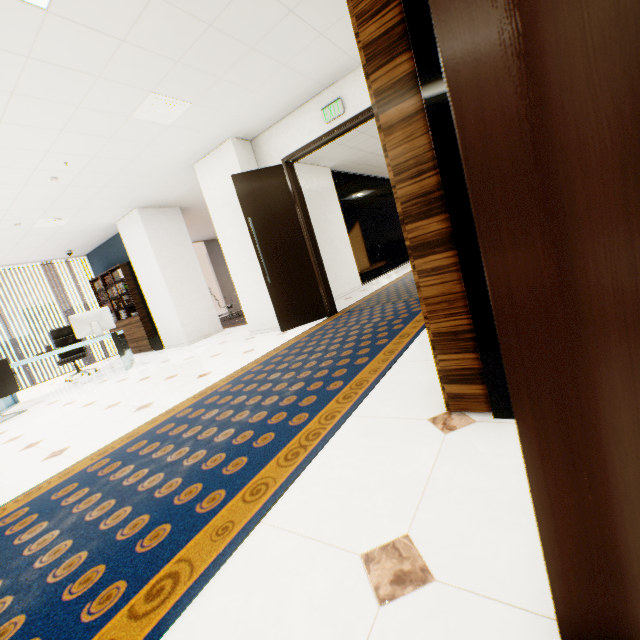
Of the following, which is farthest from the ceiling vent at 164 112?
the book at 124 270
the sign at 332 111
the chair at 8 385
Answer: the book at 124 270

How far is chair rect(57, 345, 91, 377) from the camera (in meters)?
6.72

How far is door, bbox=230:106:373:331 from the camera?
4.7m

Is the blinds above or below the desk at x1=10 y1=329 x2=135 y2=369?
above

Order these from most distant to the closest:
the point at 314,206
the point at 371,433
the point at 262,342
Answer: the point at 314,206 < the point at 262,342 < the point at 371,433

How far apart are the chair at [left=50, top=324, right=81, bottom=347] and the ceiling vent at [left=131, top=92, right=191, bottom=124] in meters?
5.4 m

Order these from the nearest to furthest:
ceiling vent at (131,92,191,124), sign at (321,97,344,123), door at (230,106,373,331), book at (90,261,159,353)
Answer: ceiling vent at (131,92,191,124) < sign at (321,97,344,123) < door at (230,106,373,331) < book at (90,261,159,353)

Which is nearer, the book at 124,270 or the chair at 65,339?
the chair at 65,339
